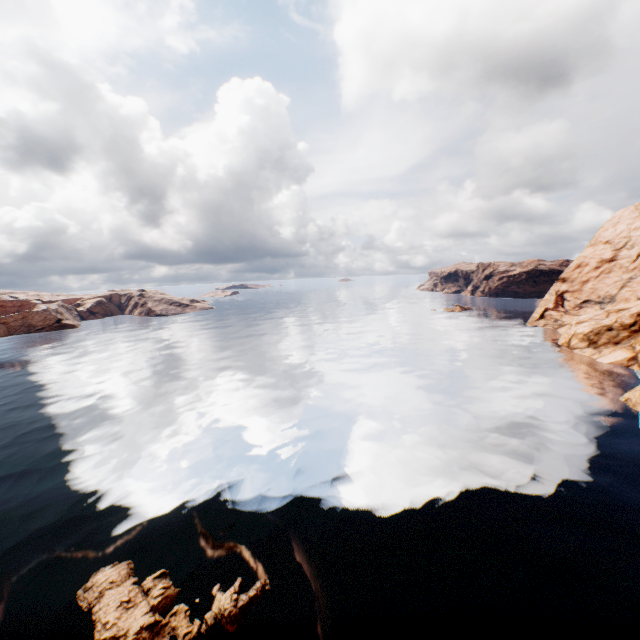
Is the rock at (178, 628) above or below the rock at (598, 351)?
below

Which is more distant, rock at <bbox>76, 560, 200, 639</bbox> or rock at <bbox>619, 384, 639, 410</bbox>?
rock at <bbox>619, 384, 639, 410</bbox>

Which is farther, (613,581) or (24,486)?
(24,486)

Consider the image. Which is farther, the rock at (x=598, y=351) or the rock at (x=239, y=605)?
the rock at (x=598, y=351)

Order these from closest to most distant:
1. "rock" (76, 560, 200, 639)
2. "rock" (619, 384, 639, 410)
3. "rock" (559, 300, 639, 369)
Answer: "rock" (76, 560, 200, 639)
"rock" (619, 384, 639, 410)
"rock" (559, 300, 639, 369)

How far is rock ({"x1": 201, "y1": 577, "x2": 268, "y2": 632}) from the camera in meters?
14.8 m
